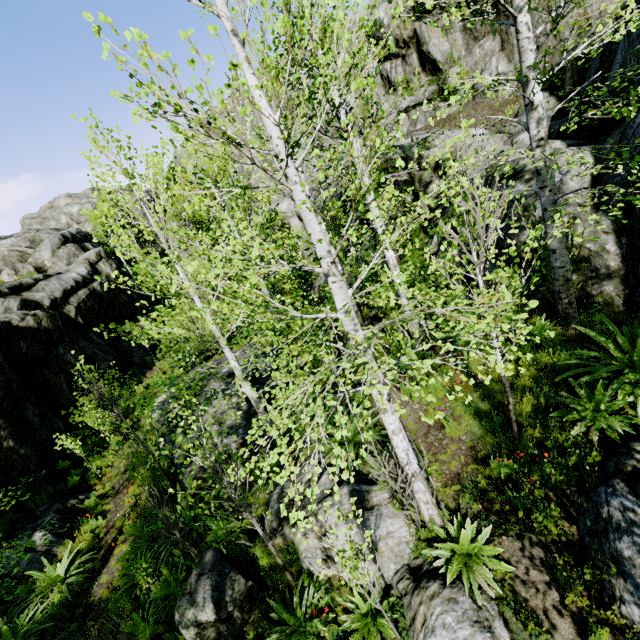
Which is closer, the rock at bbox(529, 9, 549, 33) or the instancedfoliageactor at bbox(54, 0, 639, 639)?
the instancedfoliageactor at bbox(54, 0, 639, 639)

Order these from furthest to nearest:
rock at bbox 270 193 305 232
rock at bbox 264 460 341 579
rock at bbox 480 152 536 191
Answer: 1. rock at bbox 270 193 305 232
2. rock at bbox 480 152 536 191
3. rock at bbox 264 460 341 579

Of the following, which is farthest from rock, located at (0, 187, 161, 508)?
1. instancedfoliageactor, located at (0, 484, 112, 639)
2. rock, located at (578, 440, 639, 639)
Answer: rock, located at (578, 440, 639, 639)

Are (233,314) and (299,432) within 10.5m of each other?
yes

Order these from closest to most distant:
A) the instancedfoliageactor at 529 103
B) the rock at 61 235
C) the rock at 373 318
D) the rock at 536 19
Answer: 1. the instancedfoliageactor at 529 103
2. the rock at 373 318
3. the rock at 61 235
4. the rock at 536 19

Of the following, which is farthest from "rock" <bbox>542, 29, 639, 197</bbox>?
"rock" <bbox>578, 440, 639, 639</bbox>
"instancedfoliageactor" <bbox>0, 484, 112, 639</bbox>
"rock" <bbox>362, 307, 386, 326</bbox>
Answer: "rock" <bbox>362, 307, 386, 326</bbox>

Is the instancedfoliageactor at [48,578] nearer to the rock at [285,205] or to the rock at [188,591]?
the rock at [285,205]

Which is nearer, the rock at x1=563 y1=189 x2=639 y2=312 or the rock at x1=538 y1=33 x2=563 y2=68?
the rock at x1=563 y1=189 x2=639 y2=312
